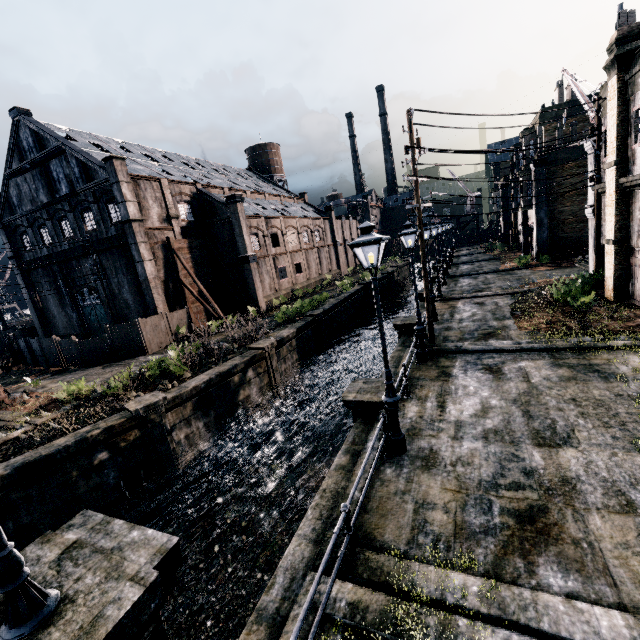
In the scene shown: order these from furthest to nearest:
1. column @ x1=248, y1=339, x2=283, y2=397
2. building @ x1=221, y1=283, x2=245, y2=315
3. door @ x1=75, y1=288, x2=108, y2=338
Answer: building @ x1=221, y1=283, x2=245, y2=315, door @ x1=75, y1=288, x2=108, y2=338, column @ x1=248, y1=339, x2=283, y2=397

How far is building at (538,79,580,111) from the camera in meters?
28.8 m

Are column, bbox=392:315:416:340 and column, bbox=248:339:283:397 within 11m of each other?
yes

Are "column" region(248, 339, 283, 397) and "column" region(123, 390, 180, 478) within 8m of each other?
yes

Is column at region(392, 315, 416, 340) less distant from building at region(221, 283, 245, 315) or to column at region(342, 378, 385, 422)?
column at region(342, 378, 385, 422)

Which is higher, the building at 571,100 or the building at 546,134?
the building at 571,100

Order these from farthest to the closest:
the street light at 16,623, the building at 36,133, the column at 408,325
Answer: the building at 36,133, the column at 408,325, the street light at 16,623

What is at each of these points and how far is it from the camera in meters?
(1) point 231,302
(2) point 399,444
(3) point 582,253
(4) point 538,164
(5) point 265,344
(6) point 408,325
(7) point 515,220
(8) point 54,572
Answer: (1) building, 37.1 m
(2) street light, 8.3 m
(3) wood pile, 29.7 m
(4) column, 30.1 m
(5) column, 21.2 m
(6) column, 18.4 m
(7) building, 46.1 m
(8) column, 3.7 m
